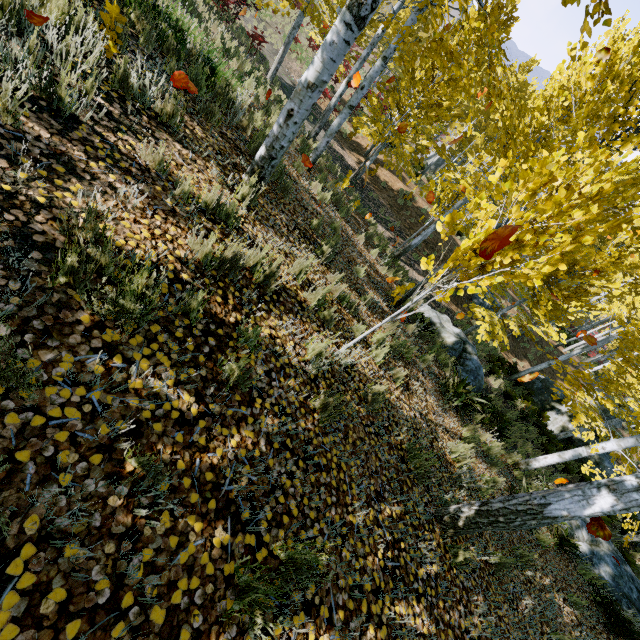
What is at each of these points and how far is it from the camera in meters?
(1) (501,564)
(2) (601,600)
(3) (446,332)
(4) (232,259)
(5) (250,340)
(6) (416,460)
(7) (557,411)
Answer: (1) instancedfoliageactor, 4.2 m
(2) instancedfoliageactor, 6.7 m
(3) rock, 10.1 m
(4) instancedfoliageactor, 2.9 m
(5) instancedfoliageactor, 2.6 m
(6) instancedfoliageactor, 3.9 m
(7) rock, 16.5 m

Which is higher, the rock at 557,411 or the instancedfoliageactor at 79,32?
the instancedfoliageactor at 79,32

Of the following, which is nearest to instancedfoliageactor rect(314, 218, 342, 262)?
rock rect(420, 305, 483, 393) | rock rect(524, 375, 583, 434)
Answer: rock rect(420, 305, 483, 393)

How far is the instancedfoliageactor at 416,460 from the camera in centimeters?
373cm

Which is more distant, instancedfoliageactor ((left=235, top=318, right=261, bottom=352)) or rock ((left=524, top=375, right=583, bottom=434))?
rock ((left=524, top=375, right=583, bottom=434))

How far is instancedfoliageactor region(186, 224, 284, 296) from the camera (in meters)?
2.71

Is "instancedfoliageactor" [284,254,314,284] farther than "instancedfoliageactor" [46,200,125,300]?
Yes
